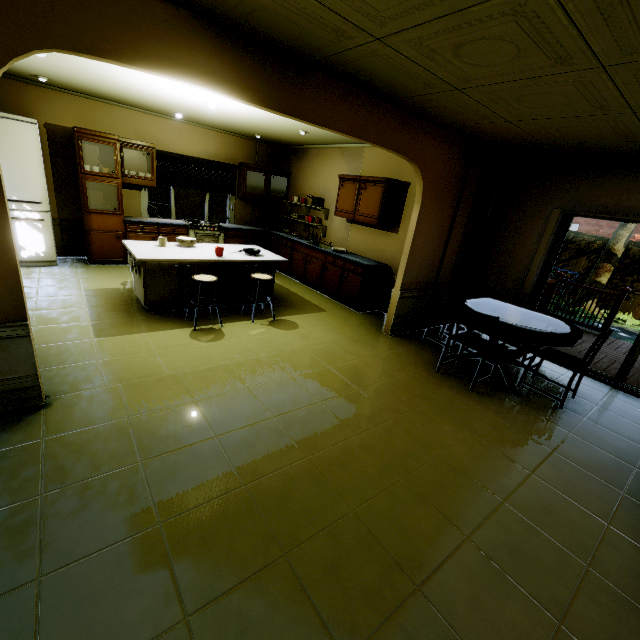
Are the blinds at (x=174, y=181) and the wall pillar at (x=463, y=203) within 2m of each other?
no

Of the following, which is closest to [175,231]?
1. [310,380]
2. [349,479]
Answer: [310,380]

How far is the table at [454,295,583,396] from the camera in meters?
3.4 m

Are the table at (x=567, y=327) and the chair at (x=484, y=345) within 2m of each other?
yes

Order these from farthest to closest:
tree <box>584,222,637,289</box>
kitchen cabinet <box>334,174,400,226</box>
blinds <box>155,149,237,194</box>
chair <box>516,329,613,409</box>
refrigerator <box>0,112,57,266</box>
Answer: tree <box>584,222,637,289</box>
blinds <box>155,149,237,194</box>
kitchen cabinet <box>334,174,400,226</box>
refrigerator <box>0,112,57,266</box>
chair <box>516,329,613,409</box>

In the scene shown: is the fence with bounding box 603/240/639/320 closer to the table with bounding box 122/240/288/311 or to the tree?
the tree

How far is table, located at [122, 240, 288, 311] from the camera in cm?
412

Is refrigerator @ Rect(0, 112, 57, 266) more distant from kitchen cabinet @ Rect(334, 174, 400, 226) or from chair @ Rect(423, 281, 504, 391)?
chair @ Rect(423, 281, 504, 391)
